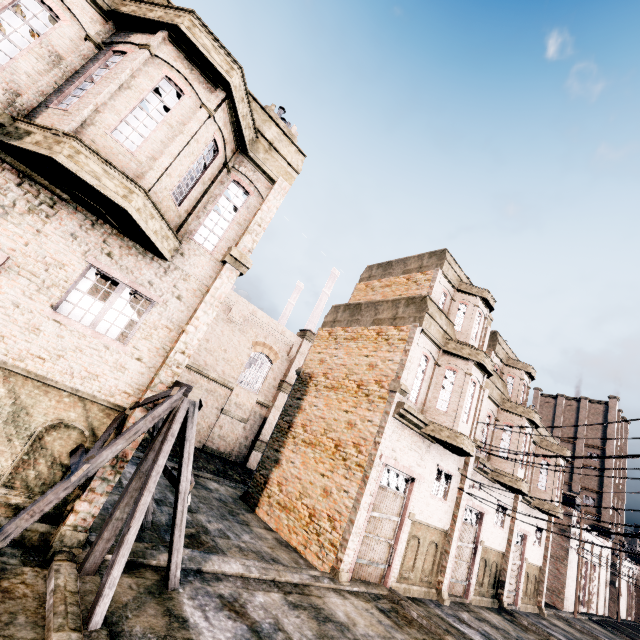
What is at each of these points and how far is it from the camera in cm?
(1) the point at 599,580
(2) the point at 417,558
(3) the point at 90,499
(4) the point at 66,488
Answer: (1) building, 3909
(2) building, 1486
(3) building, 690
(4) wooden support structure, 587

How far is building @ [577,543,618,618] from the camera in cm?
3519

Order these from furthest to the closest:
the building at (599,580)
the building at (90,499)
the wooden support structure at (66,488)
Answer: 1. the building at (599,580)
2. the building at (90,499)
3. the wooden support structure at (66,488)

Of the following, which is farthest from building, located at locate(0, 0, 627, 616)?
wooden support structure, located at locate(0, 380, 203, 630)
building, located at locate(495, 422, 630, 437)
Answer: building, located at locate(495, 422, 630, 437)

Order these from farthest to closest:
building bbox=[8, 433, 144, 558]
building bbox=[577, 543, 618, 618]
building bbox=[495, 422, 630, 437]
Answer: building bbox=[577, 543, 618, 618] < building bbox=[495, 422, 630, 437] < building bbox=[8, 433, 144, 558]

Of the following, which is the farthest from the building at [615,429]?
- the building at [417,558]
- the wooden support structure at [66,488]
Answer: the building at [417,558]

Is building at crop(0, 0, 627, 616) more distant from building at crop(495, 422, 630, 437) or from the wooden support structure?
building at crop(495, 422, 630, 437)
